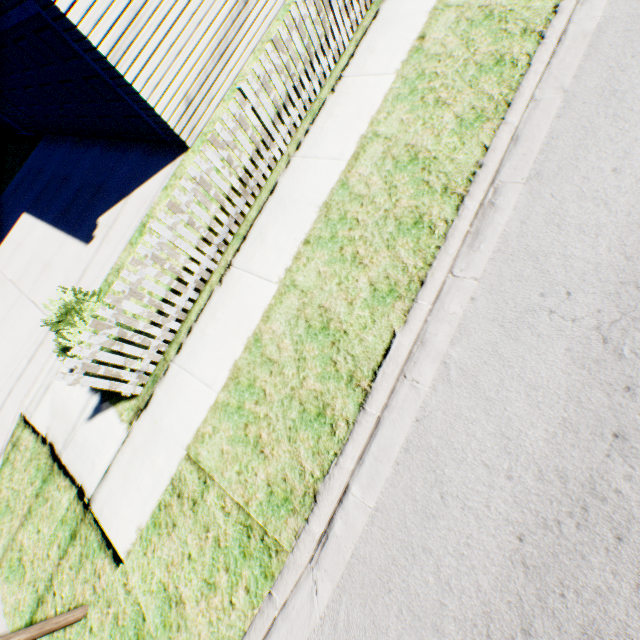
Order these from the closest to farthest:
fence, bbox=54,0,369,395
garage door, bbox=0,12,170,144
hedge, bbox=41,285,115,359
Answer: fence, bbox=54,0,369,395
hedge, bbox=41,285,115,359
garage door, bbox=0,12,170,144

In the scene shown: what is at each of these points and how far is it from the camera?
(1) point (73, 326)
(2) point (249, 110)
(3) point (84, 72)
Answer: (1) hedge, 5.6 meters
(2) fence, 5.0 meters
(3) garage door, 6.7 meters

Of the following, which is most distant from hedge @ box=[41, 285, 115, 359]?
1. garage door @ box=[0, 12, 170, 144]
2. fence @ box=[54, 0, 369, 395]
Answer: garage door @ box=[0, 12, 170, 144]

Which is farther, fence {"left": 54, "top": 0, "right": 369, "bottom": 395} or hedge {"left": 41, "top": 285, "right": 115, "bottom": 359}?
hedge {"left": 41, "top": 285, "right": 115, "bottom": 359}

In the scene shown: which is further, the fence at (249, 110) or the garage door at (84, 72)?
the garage door at (84, 72)

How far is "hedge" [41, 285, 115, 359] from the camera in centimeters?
528cm

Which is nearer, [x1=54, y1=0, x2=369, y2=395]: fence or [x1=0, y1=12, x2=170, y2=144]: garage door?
[x1=54, y1=0, x2=369, y2=395]: fence

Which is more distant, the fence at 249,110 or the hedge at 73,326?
the hedge at 73,326
